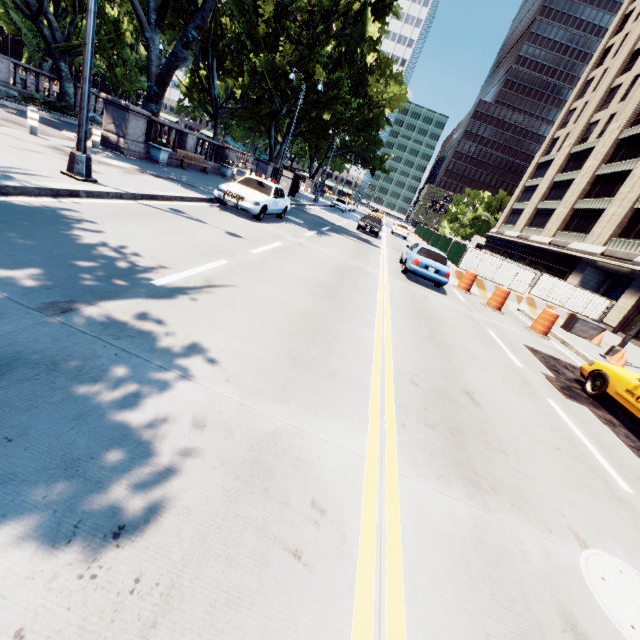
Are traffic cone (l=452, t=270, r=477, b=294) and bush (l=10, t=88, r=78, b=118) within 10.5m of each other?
no

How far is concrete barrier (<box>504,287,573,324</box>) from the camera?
17.2 meters

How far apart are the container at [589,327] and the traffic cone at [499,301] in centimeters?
402cm

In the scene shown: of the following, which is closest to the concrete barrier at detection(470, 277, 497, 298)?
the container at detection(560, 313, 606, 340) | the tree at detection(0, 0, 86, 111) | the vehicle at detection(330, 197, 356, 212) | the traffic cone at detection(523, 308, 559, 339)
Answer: the container at detection(560, 313, 606, 340)

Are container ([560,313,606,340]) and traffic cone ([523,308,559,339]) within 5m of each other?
yes

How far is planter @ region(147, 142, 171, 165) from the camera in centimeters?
1593cm

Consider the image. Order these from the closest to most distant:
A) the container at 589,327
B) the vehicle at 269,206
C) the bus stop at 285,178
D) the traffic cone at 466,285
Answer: the vehicle at 269,206, the container at 589,327, the traffic cone at 466,285, the bus stop at 285,178

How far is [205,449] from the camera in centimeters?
264cm
